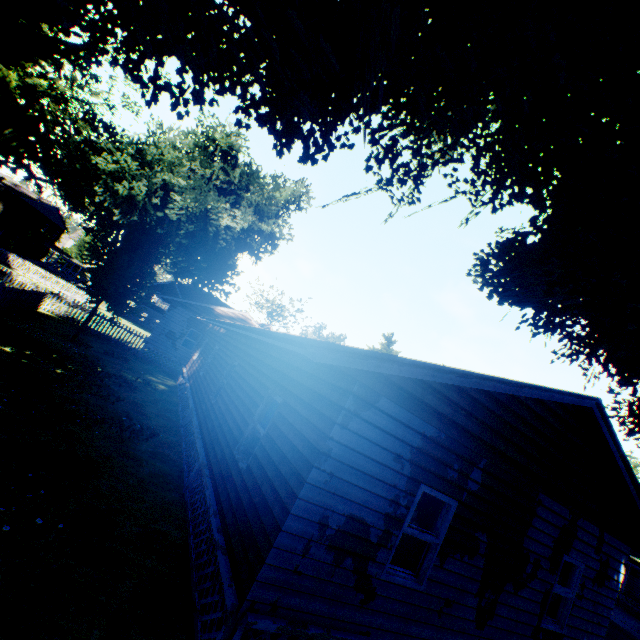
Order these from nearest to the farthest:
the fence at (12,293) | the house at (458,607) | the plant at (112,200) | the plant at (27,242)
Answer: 1. the plant at (112,200)
2. the house at (458,607)
3. the fence at (12,293)
4. the plant at (27,242)

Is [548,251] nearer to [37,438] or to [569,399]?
[569,399]

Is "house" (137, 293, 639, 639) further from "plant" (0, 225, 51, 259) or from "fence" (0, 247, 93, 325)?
"plant" (0, 225, 51, 259)

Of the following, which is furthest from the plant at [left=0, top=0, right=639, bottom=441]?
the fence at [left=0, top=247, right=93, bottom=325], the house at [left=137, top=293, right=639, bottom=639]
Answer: the house at [left=137, top=293, right=639, bottom=639]

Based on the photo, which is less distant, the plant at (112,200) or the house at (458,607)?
the plant at (112,200)

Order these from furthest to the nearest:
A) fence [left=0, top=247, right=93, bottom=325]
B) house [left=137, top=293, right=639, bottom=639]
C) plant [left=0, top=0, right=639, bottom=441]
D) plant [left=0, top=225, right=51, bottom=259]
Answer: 1. plant [left=0, top=225, right=51, bottom=259]
2. fence [left=0, top=247, right=93, bottom=325]
3. house [left=137, top=293, right=639, bottom=639]
4. plant [left=0, top=0, right=639, bottom=441]
